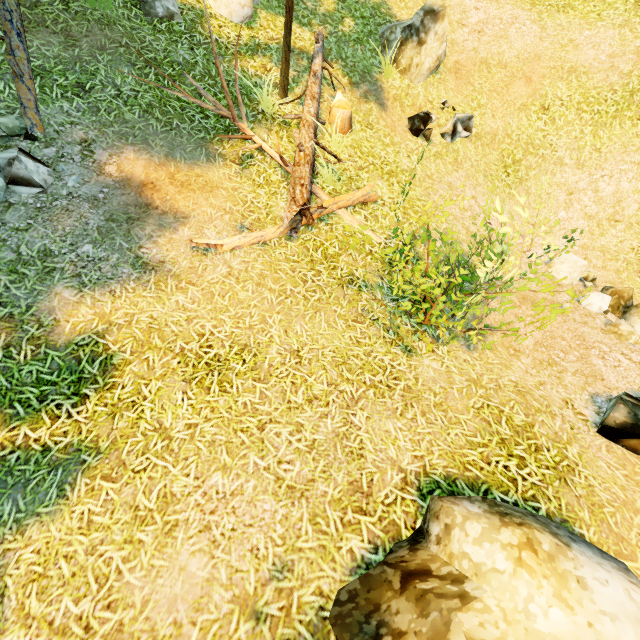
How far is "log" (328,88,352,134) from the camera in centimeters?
722cm

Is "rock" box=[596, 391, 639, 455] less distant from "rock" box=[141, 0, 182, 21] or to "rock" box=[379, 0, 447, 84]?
"rock" box=[379, 0, 447, 84]

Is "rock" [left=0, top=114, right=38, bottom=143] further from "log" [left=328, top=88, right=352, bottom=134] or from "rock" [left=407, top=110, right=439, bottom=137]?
"rock" [left=407, top=110, right=439, bottom=137]

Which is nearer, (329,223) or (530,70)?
(329,223)

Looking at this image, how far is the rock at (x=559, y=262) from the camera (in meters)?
7.86

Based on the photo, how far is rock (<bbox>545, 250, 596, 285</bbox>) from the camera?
7.9m

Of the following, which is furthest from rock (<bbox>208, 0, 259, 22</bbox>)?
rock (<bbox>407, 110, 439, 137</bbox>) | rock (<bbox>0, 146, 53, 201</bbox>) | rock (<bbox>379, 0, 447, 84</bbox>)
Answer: rock (<bbox>0, 146, 53, 201</bbox>)

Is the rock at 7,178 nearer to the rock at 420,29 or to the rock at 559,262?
the rock at 420,29
